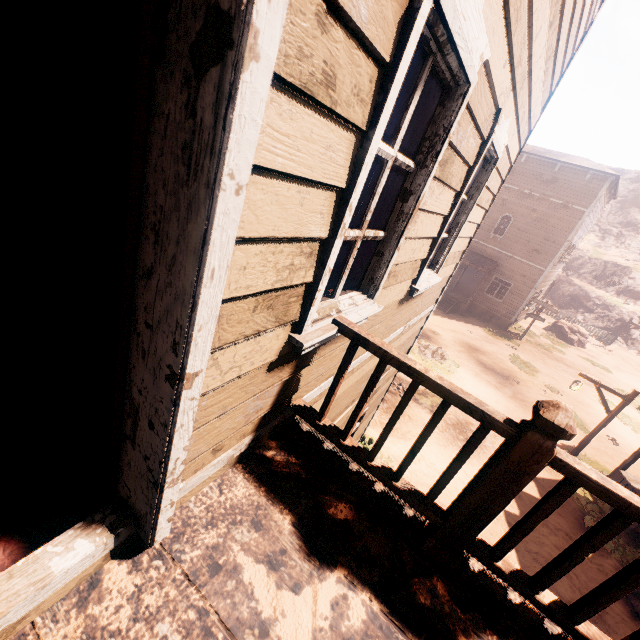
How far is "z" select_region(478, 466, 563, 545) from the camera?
8.06m

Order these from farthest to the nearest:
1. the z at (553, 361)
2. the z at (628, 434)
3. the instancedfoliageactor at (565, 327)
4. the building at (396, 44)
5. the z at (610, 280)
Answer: the z at (610, 280) → the instancedfoliageactor at (565, 327) → the z at (553, 361) → the z at (628, 434) → the building at (396, 44)

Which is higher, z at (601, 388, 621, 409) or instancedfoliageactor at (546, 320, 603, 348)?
instancedfoliageactor at (546, 320, 603, 348)

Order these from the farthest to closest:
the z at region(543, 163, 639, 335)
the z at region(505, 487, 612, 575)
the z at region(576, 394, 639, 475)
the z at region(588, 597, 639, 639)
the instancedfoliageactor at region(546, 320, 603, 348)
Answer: the z at region(543, 163, 639, 335), the instancedfoliageactor at region(546, 320, 603, 348), the z at region(576, 394, 639, 475), the z at region(505, 487, 612, 575), the z at region(588, 597, 639, 639)

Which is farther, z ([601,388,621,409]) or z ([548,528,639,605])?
z ([601,388,621,409])

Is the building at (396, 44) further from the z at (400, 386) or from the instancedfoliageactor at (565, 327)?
the instancedfoliageactor at (565, 327)

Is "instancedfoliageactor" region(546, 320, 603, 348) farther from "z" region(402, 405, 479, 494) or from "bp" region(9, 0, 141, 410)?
"bp" region(9, 0, 141, 410)

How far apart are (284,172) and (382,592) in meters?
1.9
